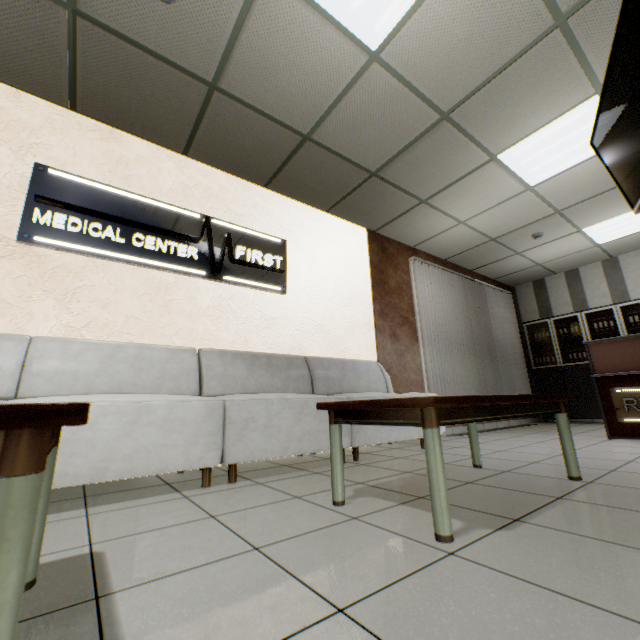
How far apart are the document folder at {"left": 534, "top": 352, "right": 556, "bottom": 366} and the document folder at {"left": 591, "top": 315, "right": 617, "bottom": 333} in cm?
78

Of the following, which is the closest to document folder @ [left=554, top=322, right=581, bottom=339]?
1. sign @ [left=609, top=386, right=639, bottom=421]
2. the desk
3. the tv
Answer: the desk

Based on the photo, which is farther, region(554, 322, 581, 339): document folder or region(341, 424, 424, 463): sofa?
region(554, 322, 581, 339): document folder

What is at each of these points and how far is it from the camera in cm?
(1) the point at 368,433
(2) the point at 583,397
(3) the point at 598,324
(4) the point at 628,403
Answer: (1) sofa, 308
(2) cabinet, 634
(3) document folder, 644
(4) sign, 376

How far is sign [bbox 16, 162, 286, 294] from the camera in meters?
2.7 m

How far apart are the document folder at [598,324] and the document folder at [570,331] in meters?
0.3

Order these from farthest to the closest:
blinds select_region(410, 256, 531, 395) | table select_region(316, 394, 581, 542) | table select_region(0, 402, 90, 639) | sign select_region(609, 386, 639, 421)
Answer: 1. blinds select_region(410, 256, 531, 395)
2. sign select_region(609, 386, 639, 421)
3. table select_region(316, 394, 581, 542)
4. table select_region(0, 402, 90, 639)

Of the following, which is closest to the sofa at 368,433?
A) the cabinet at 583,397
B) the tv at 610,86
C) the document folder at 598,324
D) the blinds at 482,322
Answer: the blinds at 482,322
